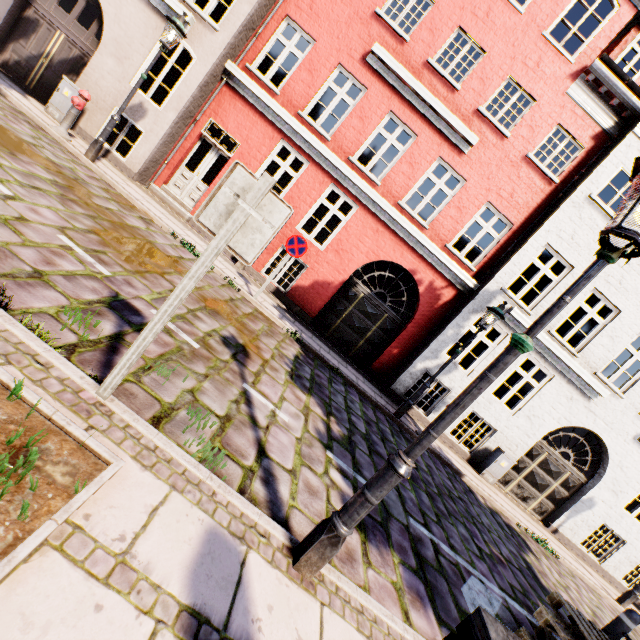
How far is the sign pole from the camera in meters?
2.1 m

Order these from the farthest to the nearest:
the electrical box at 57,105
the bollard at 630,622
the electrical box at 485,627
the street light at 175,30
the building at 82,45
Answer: the building at 82,45 → the electrical box at 57,105 → the street light at 175,30 → the bollard at 630,622 → the electrical box at 485,627

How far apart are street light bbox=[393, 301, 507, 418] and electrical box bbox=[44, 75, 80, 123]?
11.9m

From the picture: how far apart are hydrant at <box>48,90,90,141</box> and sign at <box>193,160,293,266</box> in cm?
854

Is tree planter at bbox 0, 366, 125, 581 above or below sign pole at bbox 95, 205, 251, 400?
below

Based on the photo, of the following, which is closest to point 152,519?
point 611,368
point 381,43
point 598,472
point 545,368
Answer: point 545,368

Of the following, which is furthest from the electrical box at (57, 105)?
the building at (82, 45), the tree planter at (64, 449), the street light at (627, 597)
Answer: the street light at (627, 597)

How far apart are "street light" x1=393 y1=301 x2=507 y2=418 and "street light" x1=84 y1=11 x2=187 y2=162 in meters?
9.5
